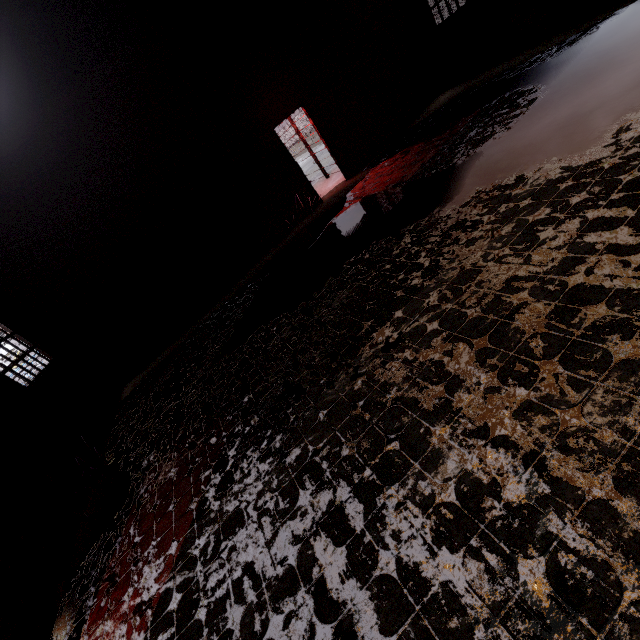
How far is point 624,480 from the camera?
1.4 meters
